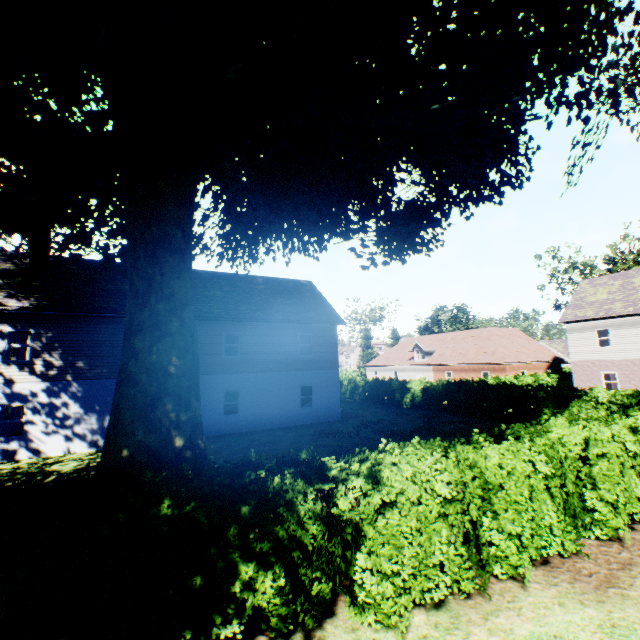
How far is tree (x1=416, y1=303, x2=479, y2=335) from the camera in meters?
54.5 m

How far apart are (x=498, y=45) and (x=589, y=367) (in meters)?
29.44

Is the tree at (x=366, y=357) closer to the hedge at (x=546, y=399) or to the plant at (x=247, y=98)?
the hedge at (x=546, y=399)

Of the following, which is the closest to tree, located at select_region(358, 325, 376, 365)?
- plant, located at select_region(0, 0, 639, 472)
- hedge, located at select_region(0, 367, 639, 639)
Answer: hedge, located at select_region(0, 367, 639, 639)

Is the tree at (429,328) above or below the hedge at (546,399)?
above

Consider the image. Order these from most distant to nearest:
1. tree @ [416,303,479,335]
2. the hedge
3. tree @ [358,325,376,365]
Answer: tree @ [358,325,376,365]
tree @ [416,303,479,335]
the hedge

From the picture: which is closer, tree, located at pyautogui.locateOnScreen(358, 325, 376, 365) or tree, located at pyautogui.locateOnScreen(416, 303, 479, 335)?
tree, located at pyautogui.locateOnScreen(416, 303, 479, 335)

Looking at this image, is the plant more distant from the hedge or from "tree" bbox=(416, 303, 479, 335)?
the hedge
